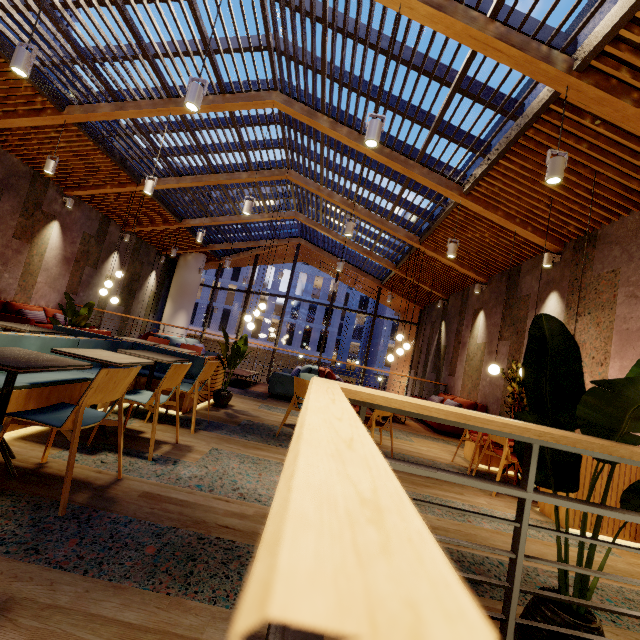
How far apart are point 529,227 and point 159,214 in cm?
1087

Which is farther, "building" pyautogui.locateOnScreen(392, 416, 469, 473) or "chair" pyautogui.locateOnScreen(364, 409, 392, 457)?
"building" pyautogui.locateOnScreen(392, 416, 469, 473)

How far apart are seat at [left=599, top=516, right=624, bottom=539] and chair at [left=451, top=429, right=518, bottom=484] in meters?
0.1 m

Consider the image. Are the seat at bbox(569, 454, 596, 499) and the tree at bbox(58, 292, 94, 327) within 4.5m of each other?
no

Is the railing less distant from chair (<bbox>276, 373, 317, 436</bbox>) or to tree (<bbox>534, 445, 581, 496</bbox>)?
tree (<bbox>534, 445, 581, 496</bbox>)

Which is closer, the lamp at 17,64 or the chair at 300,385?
the lamp at 17,64

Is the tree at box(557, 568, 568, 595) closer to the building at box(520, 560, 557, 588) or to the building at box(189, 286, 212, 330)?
the building at box(520, 560, 557, 588)

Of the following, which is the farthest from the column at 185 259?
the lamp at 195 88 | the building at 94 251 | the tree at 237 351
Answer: the lamp at 195 88
